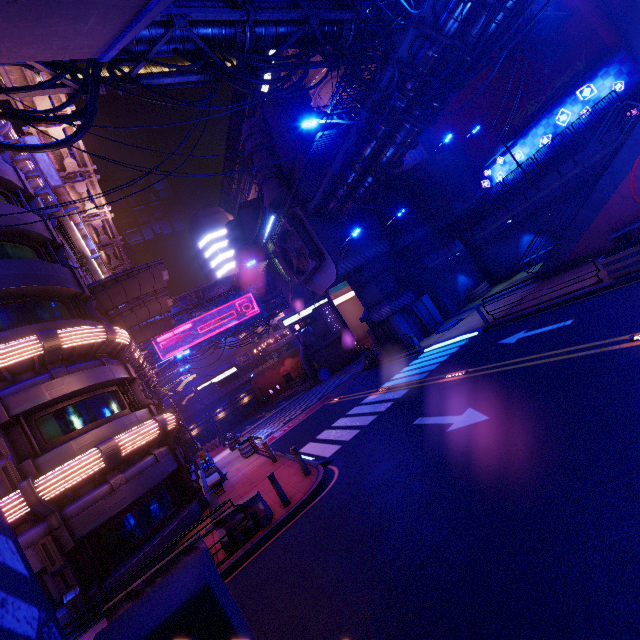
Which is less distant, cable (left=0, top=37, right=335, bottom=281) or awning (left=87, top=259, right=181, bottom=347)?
cable (left=0, top=37, right=335, bottom=281)

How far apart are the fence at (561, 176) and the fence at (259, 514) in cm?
2588

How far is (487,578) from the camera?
4.16m

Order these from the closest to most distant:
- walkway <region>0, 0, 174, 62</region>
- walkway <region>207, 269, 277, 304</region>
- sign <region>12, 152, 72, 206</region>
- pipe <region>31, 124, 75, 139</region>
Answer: walkway <region>0, 0, 174, 62</region>, sign <region>12, 152, 72, 206</region>, pipe <region>31, 124, 75, 139</region>, walkway <region>207, 269, 277, 304</region>

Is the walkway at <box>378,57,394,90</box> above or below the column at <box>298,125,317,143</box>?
below

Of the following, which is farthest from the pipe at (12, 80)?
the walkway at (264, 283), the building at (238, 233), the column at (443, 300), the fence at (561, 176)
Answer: the column at (443, 300)

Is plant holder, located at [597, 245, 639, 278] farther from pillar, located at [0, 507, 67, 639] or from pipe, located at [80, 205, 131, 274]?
pillar, located at [0, 507, 67, 639]

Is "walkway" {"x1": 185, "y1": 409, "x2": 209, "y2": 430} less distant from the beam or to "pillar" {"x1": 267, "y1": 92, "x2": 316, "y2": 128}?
"pillar" {"x1": 267, "y1": 92, "x2": 316, "y2": 128}
